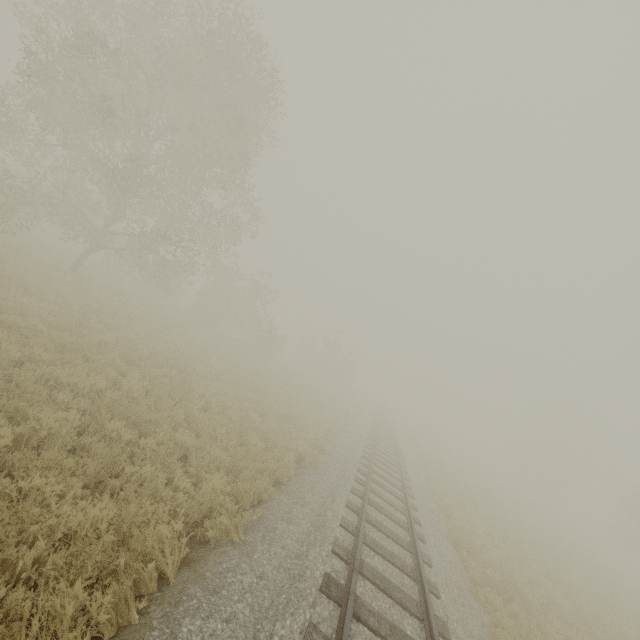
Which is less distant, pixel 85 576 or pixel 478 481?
pixel 85 576
